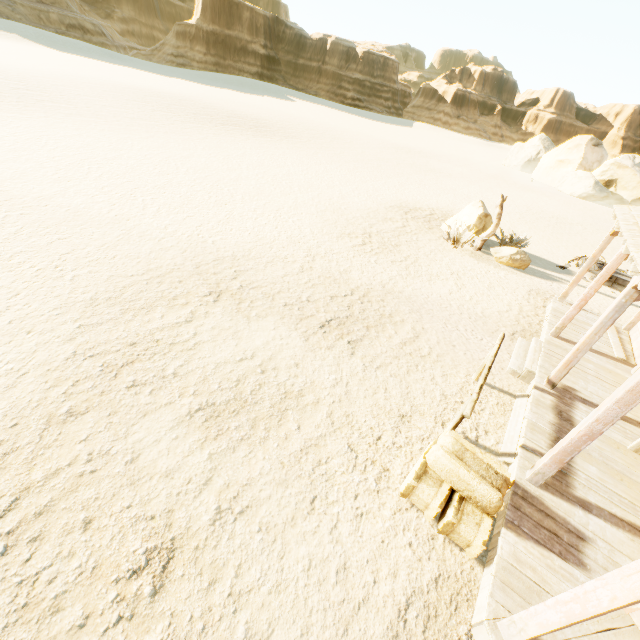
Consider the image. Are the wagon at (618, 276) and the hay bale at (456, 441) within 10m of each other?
no

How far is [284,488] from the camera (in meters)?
4.35

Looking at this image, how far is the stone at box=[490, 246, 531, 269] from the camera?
12.8 meters

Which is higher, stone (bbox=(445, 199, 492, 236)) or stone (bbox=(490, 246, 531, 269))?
stone (bbox=(445, 199, 492, 236))

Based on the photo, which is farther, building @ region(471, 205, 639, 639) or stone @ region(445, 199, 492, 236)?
stone @ region(445, 199, 492, 236)

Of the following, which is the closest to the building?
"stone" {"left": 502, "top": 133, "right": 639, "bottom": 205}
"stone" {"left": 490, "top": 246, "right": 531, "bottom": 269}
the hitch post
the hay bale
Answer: the hay bale

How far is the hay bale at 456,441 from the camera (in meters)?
4.02

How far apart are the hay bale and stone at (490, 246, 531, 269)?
10.5 meters
